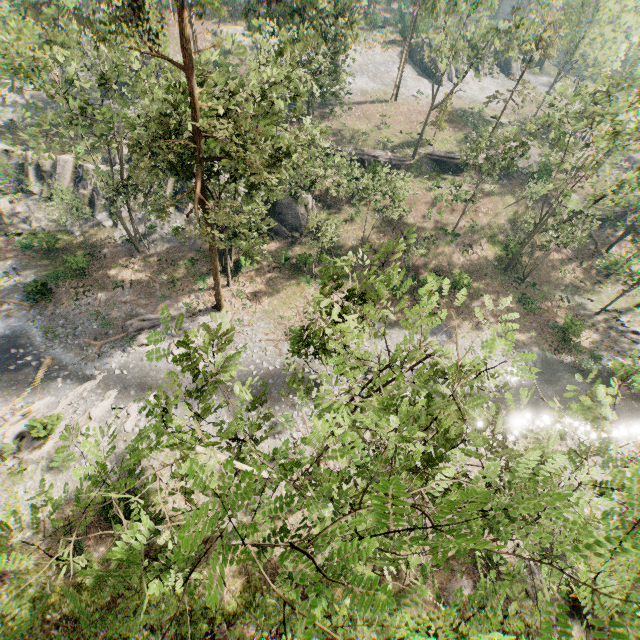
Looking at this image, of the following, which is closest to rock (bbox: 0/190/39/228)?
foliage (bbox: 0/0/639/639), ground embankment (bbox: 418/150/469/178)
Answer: foliage (bbox: 0/0/639/639)

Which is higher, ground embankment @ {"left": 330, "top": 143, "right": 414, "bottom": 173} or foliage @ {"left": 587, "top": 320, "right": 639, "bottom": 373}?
ground embankment @ {"left": 330, "top": 143, "right": 414, "bottom": 173}

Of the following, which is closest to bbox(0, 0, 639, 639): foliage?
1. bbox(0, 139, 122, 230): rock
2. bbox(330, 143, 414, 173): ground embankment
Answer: bbox(330, 143, 414, 173): ground embankment

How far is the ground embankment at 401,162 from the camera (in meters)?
38.55

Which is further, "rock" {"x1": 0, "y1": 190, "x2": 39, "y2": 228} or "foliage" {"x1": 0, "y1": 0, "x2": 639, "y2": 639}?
"rock" {"x1": 0, "y1": 190, "x2": 39, "y2": 228}

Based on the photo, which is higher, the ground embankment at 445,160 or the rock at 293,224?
the ground embankment at 445,160

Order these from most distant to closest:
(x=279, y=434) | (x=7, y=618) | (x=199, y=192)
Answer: (x=279, y=434)
(x=199, y=192)
(x=7, y=618)

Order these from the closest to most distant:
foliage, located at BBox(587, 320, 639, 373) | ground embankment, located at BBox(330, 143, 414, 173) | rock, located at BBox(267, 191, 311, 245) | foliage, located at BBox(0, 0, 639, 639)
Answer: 1. foliage, located at BBox(0, 0, 639, 639)
2. foliage, located at BBox(587, 320, 639, 373)
3. rock, located at BBox(267, 191, 311, 245)
4. ground embankment, located at BBox(330, 143, 414, 173)
